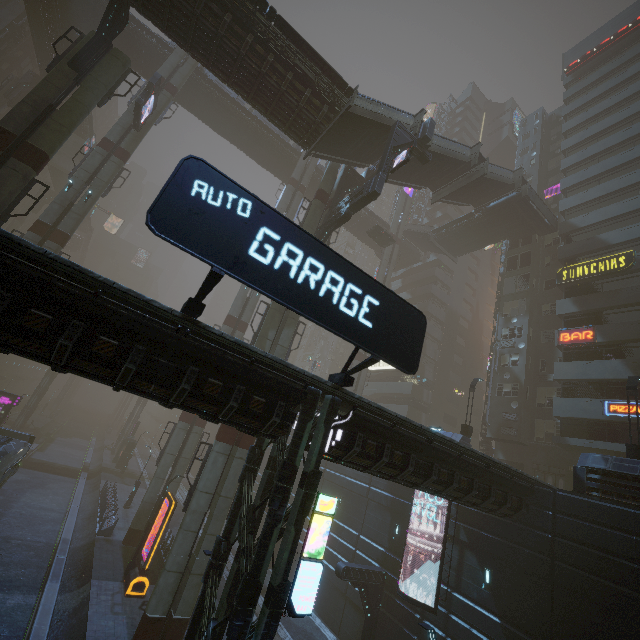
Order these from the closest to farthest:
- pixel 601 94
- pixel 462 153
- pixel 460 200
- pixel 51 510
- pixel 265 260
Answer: pixel 265 260 → pixel 462 153 → pixel 51 510 → pixel 460 200 → pixel 601 94

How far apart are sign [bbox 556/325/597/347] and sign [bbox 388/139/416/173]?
20.16m

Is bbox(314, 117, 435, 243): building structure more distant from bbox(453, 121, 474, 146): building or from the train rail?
the train rail

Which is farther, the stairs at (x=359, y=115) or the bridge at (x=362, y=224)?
the bridge at (x=362, y=224)

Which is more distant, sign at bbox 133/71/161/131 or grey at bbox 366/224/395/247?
grey at bbox 366/224/395/247

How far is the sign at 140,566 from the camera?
18.03m

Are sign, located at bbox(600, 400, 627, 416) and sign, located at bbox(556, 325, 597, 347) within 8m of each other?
yes

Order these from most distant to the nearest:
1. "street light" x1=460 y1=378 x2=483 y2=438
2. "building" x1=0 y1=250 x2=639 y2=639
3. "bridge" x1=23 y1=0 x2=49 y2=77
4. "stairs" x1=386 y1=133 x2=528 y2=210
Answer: "bridge" x1=23 y1=0 x2=49 y2=77, "stairs" x1=386 y1=133 x2=528 y2=210, "street light" x1=460 y1=378 x2=483 y2=438, "building" x1=0 y1=250 x2=639 y2=639
